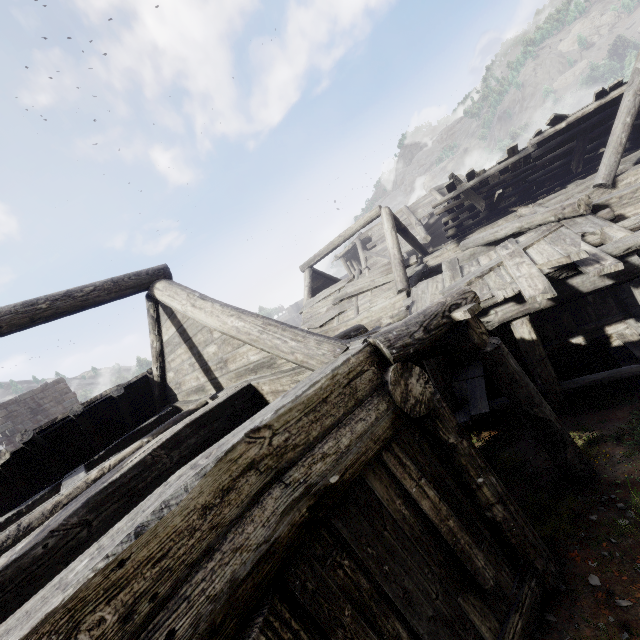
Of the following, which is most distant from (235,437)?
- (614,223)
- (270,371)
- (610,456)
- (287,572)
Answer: (614,223)

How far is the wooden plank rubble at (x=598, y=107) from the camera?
11.3 meters

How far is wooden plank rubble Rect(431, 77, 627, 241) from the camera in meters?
11.3

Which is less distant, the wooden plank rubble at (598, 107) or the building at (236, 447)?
the building at (236, 447)

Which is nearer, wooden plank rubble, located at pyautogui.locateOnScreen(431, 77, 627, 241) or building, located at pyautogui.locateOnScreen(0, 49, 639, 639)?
building, located at pyautogui.locateOnScreen(0, 49, 639, 639)
